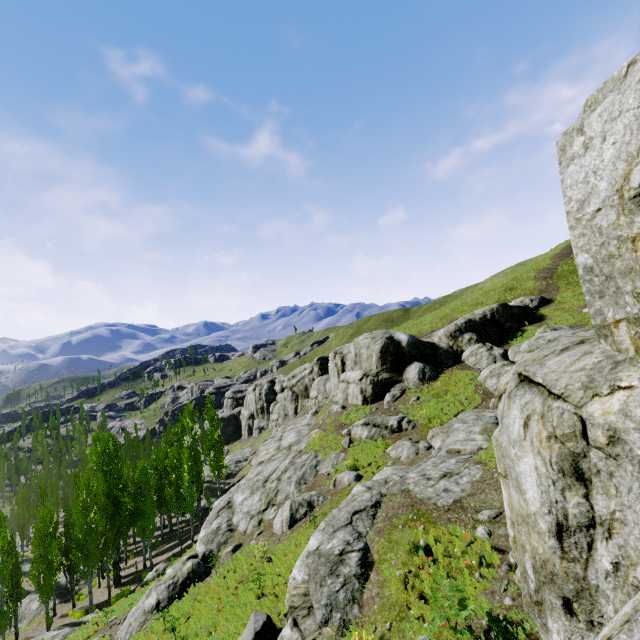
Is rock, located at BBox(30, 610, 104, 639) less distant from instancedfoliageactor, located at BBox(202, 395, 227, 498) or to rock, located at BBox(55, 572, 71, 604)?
instancedfoliageactor, located at BBox(202, 395, 227, 498)

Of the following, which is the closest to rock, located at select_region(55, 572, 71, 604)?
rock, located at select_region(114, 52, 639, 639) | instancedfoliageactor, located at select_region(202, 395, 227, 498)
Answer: instancedfoliageactor, located at select_region(202, 395, 227, 498)

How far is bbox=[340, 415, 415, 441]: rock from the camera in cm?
2366

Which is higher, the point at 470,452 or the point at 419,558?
the point at 470,452

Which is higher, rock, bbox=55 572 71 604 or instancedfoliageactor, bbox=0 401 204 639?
instancedfoliageactor, bbox=0 401 204 639

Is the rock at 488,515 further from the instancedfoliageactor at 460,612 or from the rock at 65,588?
the rock at 65,588

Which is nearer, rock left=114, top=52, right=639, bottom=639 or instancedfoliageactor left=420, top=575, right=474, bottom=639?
rock left=114, top=52, right=639, bottom=639
